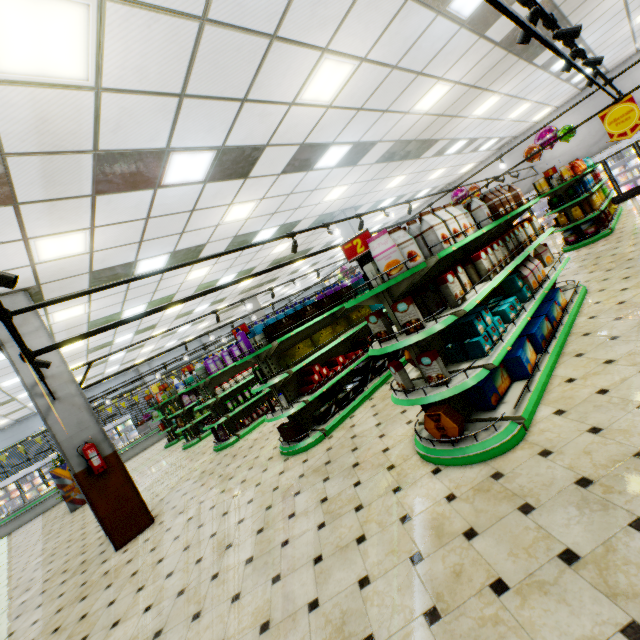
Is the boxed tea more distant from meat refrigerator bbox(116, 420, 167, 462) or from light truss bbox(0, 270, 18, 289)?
meat refrigerator bbox(116, 420, 167, 462)

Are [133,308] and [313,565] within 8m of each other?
no

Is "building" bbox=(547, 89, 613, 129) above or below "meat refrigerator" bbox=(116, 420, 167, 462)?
above

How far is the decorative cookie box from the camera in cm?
321

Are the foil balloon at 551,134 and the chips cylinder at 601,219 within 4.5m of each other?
yes

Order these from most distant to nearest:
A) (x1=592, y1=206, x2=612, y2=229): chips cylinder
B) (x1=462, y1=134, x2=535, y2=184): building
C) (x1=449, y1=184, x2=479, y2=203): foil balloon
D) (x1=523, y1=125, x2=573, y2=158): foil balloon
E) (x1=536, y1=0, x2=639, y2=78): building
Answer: (x1=462, y1=134, x2=535, y2=184): building
(x1=449, y1=184, x2=479, y2=203): foil balloon
(x1=523, y1=125, x2=573, y2=158): foil balloon
(x1=592, y1=206, x2=612, y2=229): chips cylinder
(x1=536, y1=0, x2=639, y2=78): building

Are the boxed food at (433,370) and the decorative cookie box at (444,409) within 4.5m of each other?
yes

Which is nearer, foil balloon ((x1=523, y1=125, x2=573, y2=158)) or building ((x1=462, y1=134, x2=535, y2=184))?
foil balloon ((x1=523, y1=125, x2=573, y2=158))
